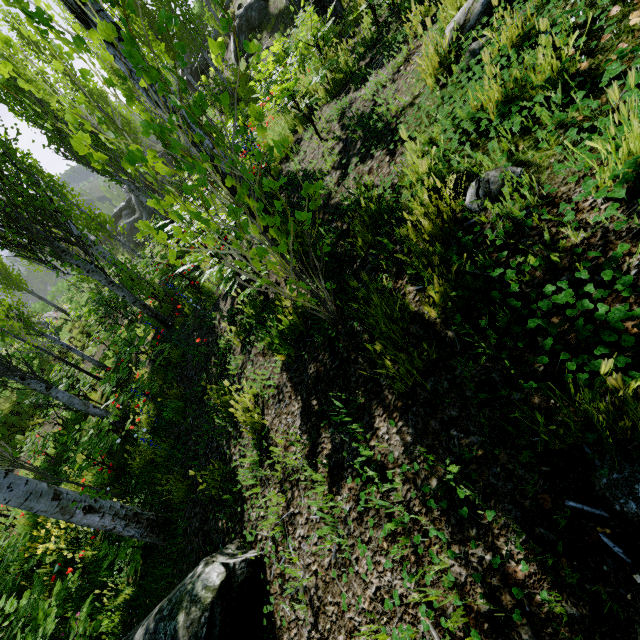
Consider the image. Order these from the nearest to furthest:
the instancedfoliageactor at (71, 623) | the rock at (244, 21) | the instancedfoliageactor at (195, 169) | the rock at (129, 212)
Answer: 1. the instancedfoliageactor at (195, 169)
2. the instancedfoliageactor at (71, 623)
3. the rock at (244, 21)
4. the rock at (129, 212)

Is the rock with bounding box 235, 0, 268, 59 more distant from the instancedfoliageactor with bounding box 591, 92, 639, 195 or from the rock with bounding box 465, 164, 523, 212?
the rock with bounding box 465, 164, 523, 212

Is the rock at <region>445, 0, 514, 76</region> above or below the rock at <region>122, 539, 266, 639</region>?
above

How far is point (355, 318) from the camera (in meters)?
2.35

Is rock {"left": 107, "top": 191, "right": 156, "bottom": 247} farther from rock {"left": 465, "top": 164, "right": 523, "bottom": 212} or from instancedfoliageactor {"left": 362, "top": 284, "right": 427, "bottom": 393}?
rock {"left": 465, "top": 164, "right": 523, "bottom": 212}

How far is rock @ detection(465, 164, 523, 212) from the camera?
1.63m

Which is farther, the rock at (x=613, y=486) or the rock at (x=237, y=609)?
the rock at (x=237, y=609)

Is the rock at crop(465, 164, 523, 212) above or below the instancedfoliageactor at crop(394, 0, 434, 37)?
below
